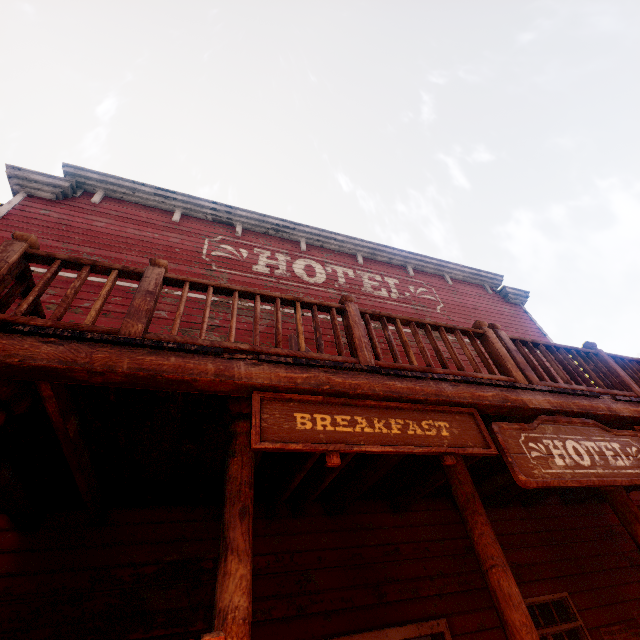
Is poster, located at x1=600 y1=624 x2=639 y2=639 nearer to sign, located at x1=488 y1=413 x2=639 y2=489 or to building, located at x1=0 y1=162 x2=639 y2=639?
building, located at x1=0 y1=162 x2=639 y2=639

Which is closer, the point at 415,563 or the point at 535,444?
the point at 535,444

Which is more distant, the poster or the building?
the poster

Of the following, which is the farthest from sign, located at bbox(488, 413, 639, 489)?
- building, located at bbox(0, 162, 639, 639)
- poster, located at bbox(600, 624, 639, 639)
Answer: poster, located at bbox(600, 624, 639, 639)

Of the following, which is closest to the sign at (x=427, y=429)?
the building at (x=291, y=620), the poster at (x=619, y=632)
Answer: the building at (x=291, y=620)

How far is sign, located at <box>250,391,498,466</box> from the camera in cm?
205
